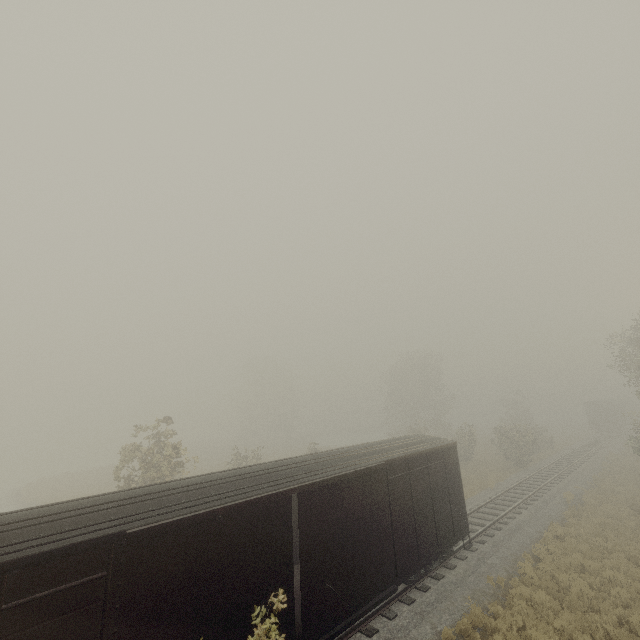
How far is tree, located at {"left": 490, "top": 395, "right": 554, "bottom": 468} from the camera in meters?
30.1

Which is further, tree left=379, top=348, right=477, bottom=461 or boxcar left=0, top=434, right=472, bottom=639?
tree left=379, top=348, right=477, bottom=461

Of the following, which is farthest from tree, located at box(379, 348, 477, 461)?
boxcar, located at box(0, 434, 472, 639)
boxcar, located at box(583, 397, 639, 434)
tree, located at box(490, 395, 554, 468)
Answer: boxcar, located at box(0, 434, 472, 639)

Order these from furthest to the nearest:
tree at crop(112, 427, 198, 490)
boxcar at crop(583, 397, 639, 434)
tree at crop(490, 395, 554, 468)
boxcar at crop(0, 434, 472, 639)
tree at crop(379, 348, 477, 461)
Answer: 1. boxcar at crop(583, 397, 639, 434)
2. tree at crop(379, 348, 477, 461)
3. tree at crop(490, 395, 554, 468)
4. tree at crop(112, 427, 198, 490)
5. boxcar at crop(0, 434, 472, 639)

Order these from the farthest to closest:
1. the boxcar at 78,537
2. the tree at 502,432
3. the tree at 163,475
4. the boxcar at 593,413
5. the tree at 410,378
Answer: the boxcar at 593,413 < the tree at 410,378 < the tree at 502,432 < the tree at 163,475 < the boxcar at 78,537

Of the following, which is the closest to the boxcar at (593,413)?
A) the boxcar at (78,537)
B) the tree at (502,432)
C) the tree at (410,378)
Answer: the tree at (502,432)

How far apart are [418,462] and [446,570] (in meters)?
4.93
